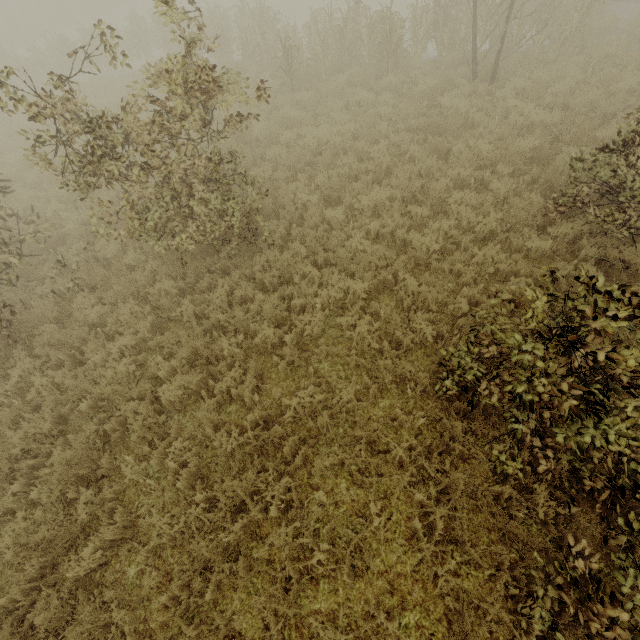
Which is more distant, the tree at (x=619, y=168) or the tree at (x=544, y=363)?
the tree at (x=619, y=168)

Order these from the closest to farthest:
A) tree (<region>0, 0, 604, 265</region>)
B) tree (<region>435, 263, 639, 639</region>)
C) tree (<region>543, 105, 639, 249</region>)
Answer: tree (<region>435, 263, 639, 639</region>)
tree (<region>0, 0, 604, 265</region>)
tree (<region>543, 105, 639, 249</region>)

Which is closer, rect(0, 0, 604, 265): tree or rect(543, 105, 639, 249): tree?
rect(0, 0, 604, 265): tree

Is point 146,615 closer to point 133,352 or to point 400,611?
point 400,611
